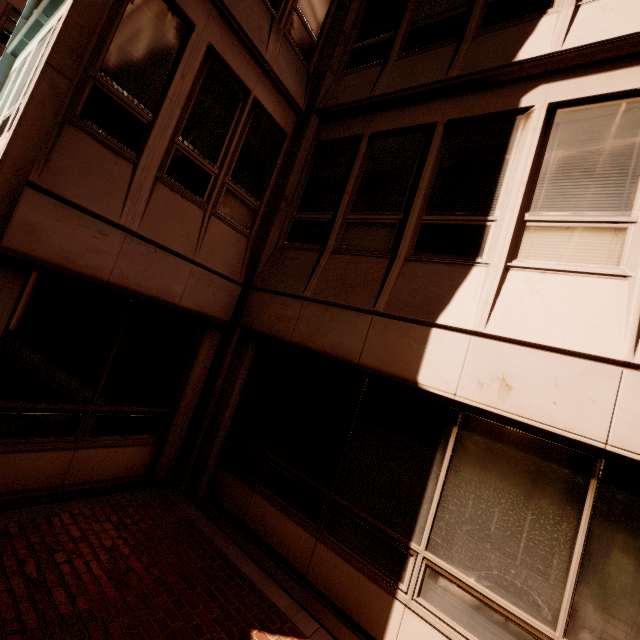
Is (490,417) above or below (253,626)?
above
